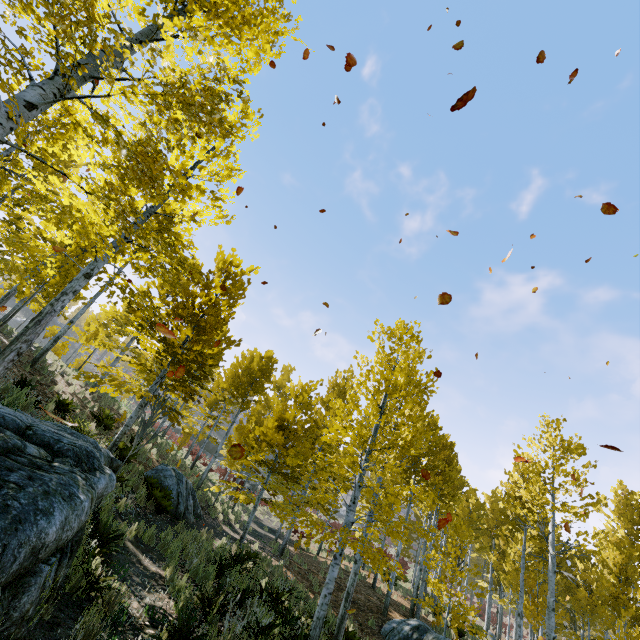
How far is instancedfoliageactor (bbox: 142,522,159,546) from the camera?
7.87m

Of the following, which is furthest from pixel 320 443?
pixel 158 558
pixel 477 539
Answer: pixel 477 539

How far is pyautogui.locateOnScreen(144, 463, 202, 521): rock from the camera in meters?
11.7 m

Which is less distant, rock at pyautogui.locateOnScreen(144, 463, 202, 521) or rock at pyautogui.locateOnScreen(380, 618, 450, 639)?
rock at pyautogui.locateOnScreen(380, 618, 450, 639)

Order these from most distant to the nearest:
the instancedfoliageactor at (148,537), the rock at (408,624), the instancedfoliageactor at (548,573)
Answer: the instancedfoliageactor at (148,537) → the rock at (408,624) → the instancedfoliageactor at (548,573)

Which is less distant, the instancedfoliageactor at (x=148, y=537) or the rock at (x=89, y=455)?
the rock at (x=89, y=455)

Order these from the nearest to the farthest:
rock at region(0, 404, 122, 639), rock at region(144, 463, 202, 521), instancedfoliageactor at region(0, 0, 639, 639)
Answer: rock at region(0, 404, 122, 639)
instancedfoliageactor at region(0, 0, 639, 639)
rock at region(144, 463, 202, 521)

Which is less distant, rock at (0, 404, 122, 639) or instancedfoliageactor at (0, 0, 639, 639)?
rock at (0, 404, 122, 639)
